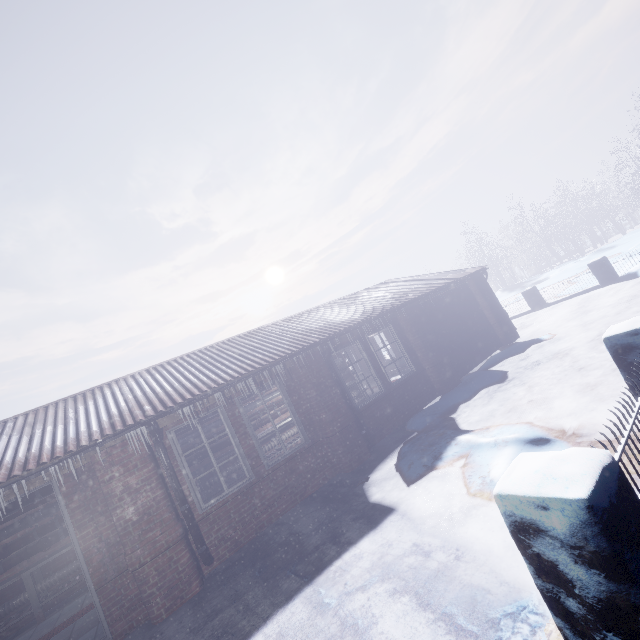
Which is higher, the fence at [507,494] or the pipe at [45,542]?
the pipe at [45,542]

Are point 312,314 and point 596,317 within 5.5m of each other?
no

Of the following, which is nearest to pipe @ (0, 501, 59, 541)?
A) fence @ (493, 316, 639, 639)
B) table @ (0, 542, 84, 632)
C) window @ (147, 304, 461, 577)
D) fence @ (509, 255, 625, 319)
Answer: table @ (0, 542, 84, 632)

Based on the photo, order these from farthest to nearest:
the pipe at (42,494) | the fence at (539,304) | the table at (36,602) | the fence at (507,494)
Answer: the fence at (539,304) → the table at (36,602) → the pipe at (42,494) → the fence at (507,494)

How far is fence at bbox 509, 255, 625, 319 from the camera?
10.4m

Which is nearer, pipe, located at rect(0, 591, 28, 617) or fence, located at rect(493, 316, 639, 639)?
fence, located at rect(493, 316, 639, 639)

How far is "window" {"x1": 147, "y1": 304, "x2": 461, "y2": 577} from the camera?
4.7m

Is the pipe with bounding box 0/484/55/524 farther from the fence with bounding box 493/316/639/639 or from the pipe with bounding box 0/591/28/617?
the fence with bounding box 493/316/639/639
